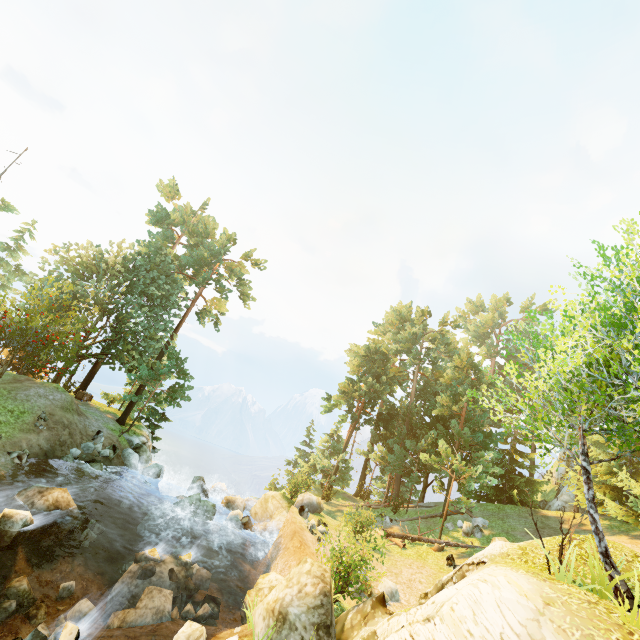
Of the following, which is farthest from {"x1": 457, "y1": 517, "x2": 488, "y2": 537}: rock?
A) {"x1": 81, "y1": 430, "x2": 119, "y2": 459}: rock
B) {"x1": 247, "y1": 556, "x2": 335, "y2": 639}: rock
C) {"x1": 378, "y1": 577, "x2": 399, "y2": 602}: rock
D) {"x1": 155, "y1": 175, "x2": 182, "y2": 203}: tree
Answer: {"x1": 155, "y1": 175, "x2": 182, "y2": 203}: tree

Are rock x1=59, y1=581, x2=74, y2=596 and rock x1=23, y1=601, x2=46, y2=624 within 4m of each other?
yes

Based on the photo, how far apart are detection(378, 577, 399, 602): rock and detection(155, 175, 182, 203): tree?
38.2m

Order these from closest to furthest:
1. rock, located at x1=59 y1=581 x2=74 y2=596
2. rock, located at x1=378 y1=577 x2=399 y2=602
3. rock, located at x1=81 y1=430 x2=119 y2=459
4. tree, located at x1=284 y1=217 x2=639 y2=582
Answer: tree, located at x1=284 y1=217 x2=639 y2=582
rock, located at x1=59 y1=581 x2=74 y2=596
rock, located at x1=378 y1=577 x2=399 y2=602
rock, located at x1=81 y1=430 x2=119 y2=459

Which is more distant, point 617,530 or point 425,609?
point 617,530

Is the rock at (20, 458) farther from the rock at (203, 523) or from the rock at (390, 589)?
the rock at (390, 589)

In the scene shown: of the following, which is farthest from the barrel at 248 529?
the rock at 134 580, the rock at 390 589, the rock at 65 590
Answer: the rock at 65 590

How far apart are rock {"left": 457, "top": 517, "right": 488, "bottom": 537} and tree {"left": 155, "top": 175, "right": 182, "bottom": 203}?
40.67m
